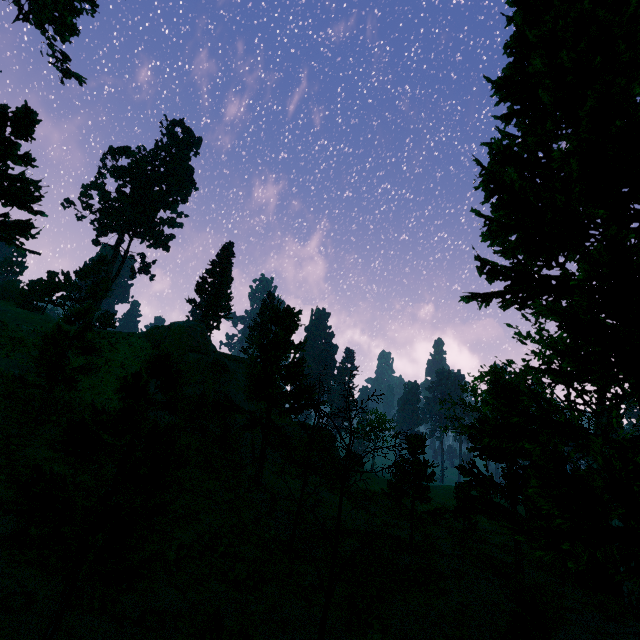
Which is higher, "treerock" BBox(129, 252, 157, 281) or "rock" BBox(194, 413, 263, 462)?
"treerock" BBox(129, 252, 157, 281)

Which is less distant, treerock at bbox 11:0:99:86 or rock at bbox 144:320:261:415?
treerock at bbox 11:0:99:86

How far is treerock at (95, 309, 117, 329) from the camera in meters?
42.3

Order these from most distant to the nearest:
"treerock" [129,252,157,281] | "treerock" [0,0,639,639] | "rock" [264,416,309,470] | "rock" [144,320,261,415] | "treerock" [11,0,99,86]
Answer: "treerock" [129,252,157,281], "rock" [144,320,261,415], "rock" [264,416,309,470], "treerock" [11,0,99,86], "treerock" [0,0,639,639]

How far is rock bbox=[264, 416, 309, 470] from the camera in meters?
29.9

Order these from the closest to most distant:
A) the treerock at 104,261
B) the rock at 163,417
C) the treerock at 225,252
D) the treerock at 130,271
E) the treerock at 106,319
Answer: the treerock at 104,261 < the rock at 163,417 < the treerock at 106,319 < the treerock at 225,252 < the treerock at 130,271

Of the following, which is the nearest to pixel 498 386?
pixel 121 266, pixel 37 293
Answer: pixel 37 293

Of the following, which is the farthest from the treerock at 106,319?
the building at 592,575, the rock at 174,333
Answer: the rock at 174,333
